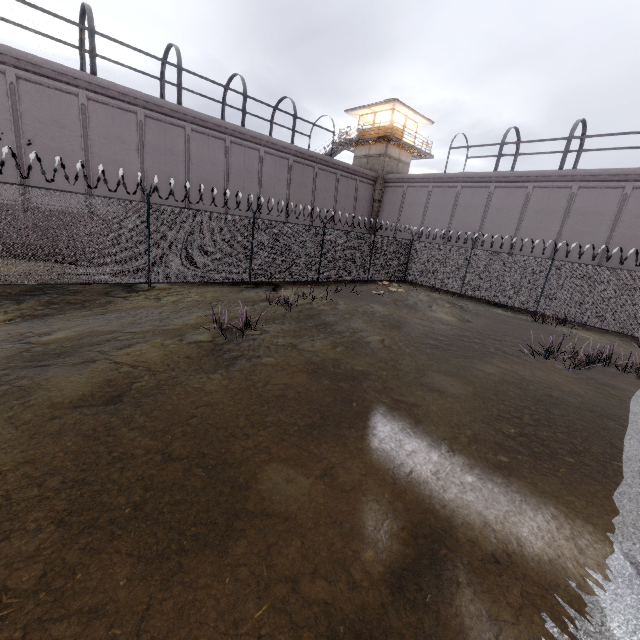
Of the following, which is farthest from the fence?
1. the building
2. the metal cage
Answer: the building

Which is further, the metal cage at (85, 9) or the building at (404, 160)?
the building at (404, 160)

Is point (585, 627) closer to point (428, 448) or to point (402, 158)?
point (428, 448)

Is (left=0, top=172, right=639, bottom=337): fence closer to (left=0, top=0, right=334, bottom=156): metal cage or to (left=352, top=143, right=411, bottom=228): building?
(left=0, top=0, right=334, bottom=156): metal cage

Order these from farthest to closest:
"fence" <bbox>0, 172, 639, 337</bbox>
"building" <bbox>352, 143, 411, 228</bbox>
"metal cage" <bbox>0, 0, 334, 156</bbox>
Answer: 1. "building" <bbox>352, 143, 411, 228</bbox>
2. "metal cage" <bbox>0, 0, 334, 156</bbox>
3. "fence" <bbox>0, 172, 639, 337</bbox>

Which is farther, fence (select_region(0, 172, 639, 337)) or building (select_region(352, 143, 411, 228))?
building (select_region(352, 143, 411, 228))

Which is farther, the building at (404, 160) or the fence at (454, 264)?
the building at (404, 160)
